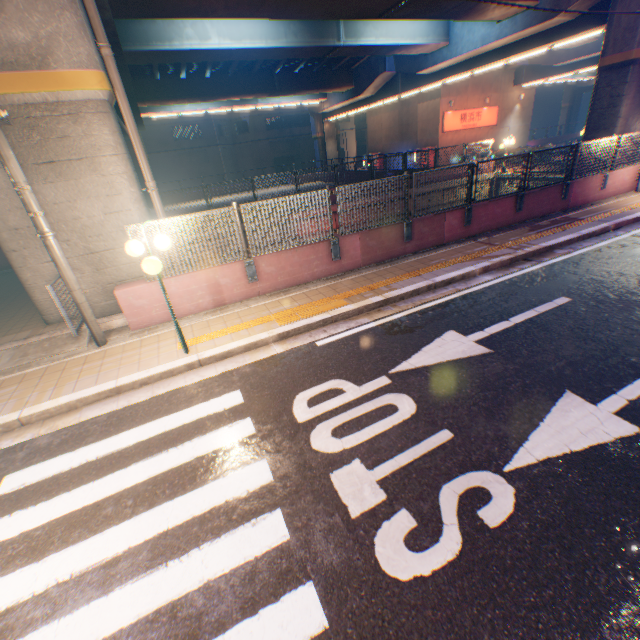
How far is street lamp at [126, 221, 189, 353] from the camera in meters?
4.9 m

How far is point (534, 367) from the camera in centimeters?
485cm

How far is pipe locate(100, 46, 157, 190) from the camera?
6.84m

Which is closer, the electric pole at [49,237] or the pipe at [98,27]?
the electric pole at [49,237]

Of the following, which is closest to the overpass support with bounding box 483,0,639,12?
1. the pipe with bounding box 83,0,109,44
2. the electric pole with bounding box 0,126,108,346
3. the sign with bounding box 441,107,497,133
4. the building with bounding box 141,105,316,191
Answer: the pipe with bounding box 83,0,109,44

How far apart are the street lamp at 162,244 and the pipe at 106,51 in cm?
316

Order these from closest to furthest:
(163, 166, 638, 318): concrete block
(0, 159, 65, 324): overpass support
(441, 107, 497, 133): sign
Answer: (0, 159, 65, 324): overpass support < (163, 166, 638, 318): concrete block < (441, 107, 497, 133): sign

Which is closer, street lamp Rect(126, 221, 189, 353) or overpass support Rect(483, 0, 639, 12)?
street lamp Rect(126, 221, 189, 353)
